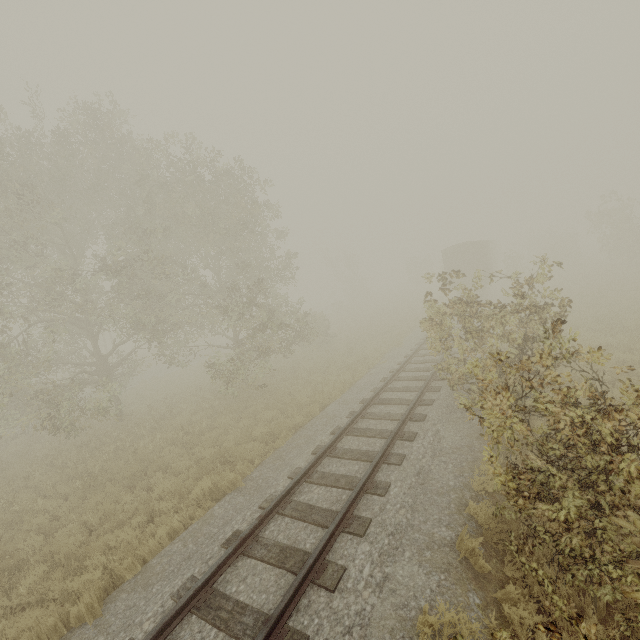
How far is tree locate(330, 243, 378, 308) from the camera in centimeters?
4588cm

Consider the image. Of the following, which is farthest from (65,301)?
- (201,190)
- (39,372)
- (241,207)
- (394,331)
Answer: (394,331)

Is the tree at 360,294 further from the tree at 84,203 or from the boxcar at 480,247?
the boxcar at 480,247

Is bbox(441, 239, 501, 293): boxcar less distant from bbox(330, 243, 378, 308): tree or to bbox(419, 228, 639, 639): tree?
bbox(419, 228, 639, 639): tree

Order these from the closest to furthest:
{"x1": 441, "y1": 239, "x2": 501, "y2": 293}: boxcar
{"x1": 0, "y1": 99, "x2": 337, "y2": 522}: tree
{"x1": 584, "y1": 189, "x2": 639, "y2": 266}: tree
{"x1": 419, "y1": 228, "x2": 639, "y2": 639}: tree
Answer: {"x1": 419, "y1": 228, "x2": 639, "y2": 639}: tree
{"x1": 0, "y1": 99, "x2": 337, "y2": 522}: tree
{"x1": 441, "y1": 239, "x2": 501, "y2": 293}: boxcar
{"x1": 584, "y1": 189, "x2": 639, "y2": 266}: tree

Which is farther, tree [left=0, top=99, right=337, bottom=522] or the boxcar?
the boxcar
